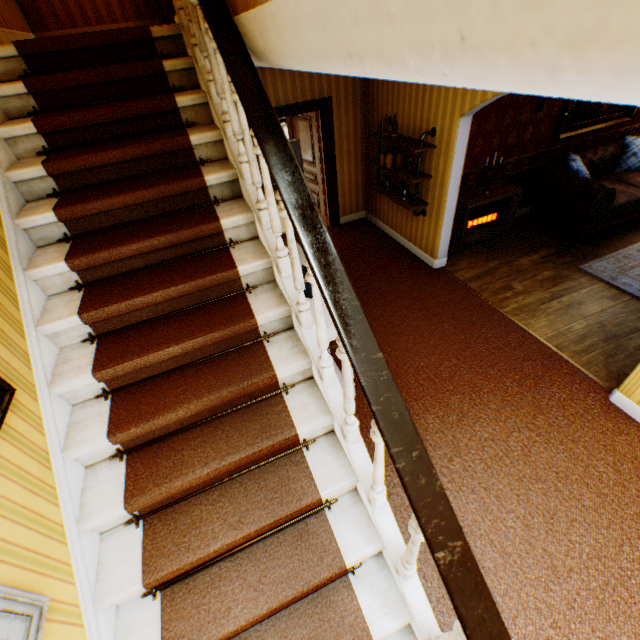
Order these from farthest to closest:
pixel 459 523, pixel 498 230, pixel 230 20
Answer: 1. pixel 498 230
2. pixel 230 20
3. pixel 459 523

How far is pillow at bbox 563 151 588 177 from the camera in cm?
554

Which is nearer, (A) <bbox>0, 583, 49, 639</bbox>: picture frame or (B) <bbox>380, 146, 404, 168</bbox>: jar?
(A) <bbox>0, 583, 49, 639</bbox>: picture frame

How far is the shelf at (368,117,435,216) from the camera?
4.7 meters

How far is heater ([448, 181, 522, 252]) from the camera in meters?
5.5

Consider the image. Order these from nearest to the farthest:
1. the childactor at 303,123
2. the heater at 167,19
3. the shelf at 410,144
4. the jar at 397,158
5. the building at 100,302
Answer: the building at 100,302 < the heater at 167,19 < the shelf at 410,144 < the jar at 397,158 < the childactor at 303,123

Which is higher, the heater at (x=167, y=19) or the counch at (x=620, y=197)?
the heater at (x=167, y=19)

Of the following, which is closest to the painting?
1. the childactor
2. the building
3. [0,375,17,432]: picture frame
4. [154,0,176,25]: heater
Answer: the building
